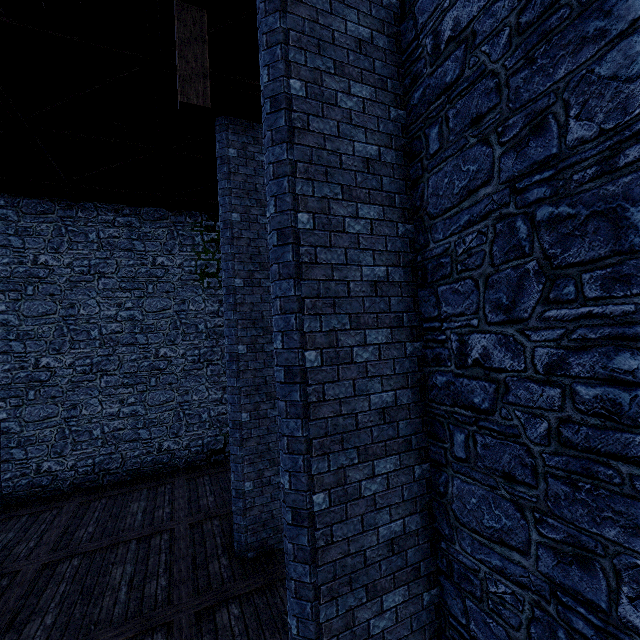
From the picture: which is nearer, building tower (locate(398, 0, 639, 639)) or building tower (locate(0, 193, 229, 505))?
building tower (locate(398, 0, 639, 639))

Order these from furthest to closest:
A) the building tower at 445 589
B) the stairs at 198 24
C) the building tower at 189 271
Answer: the building tower at 189 271
the stairs at 198 24
the building tower at 445 589

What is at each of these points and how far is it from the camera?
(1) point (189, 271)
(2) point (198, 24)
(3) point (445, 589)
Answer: (1) building tower, 12.6 meters
(2) stairs, 3.9 meters
(3) building tower, 3.8 meters

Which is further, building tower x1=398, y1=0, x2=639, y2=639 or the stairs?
the stairs

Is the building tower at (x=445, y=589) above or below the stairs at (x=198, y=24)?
below

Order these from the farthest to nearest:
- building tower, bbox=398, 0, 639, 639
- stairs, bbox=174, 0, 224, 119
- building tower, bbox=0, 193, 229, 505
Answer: building tower, bbox=0, 193, 229, 505 < stairs, bbox=174, 0, 224, 119 < building tower, bbox=398, 0, 639, 639

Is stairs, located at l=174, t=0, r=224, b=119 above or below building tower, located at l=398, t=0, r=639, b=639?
above
